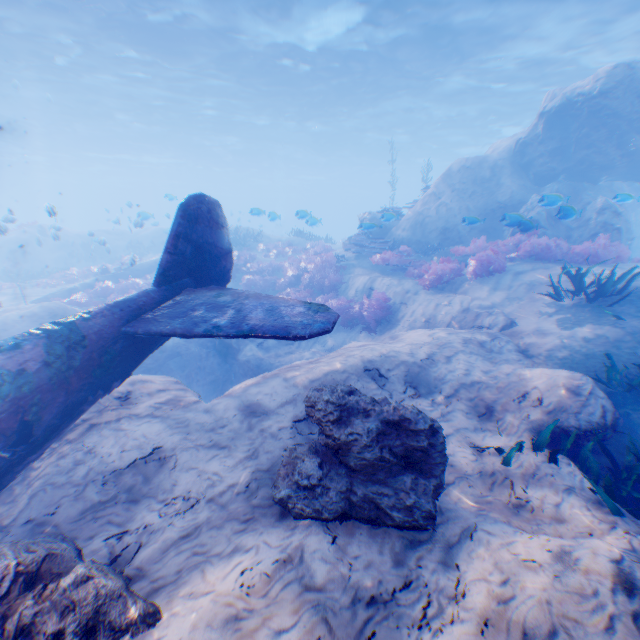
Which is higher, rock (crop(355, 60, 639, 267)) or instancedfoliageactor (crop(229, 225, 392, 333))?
rock (crop(355, 60, 639, 267))

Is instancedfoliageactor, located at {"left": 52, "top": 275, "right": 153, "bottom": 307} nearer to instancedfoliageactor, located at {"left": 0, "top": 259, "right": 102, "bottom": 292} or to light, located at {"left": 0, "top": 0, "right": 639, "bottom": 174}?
instancedfoliageactor, located at {"left": 0, "top": 259, "right": 102, "bottom": 292}

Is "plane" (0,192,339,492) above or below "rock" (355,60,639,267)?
below

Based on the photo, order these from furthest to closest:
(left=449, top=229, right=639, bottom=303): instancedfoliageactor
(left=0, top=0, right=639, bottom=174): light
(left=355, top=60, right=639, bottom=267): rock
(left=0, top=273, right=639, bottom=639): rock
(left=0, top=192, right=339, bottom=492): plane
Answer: (left=0, top=0, right=639, bottom=174): light → (left=355, top=60, right=639, bottom=267): rock → (left=449, top=229, right=639, bottom=303): instancedfoliageactor → (left=0, top=192, right=339, bottom=492): plane → (left=0, top=273, right=639, bottom=639): rock

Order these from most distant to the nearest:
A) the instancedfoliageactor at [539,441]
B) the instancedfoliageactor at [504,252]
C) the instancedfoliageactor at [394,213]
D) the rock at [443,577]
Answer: the instancedfoliageactor at [394,213] → the instancedfoliageactor at [504,252] → the instancedfoliageactor at [539,441] → the rock at [443,577]

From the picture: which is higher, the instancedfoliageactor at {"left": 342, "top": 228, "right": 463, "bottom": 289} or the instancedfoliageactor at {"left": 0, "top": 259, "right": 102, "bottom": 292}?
the instancedfoliageactor at {"left": 342, "top": 228, "right": 463, "bottom": 289}

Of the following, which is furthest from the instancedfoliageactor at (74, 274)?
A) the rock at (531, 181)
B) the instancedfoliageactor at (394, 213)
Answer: the instancedfoliageactor at (394, 213)

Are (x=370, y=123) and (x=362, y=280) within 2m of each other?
no
